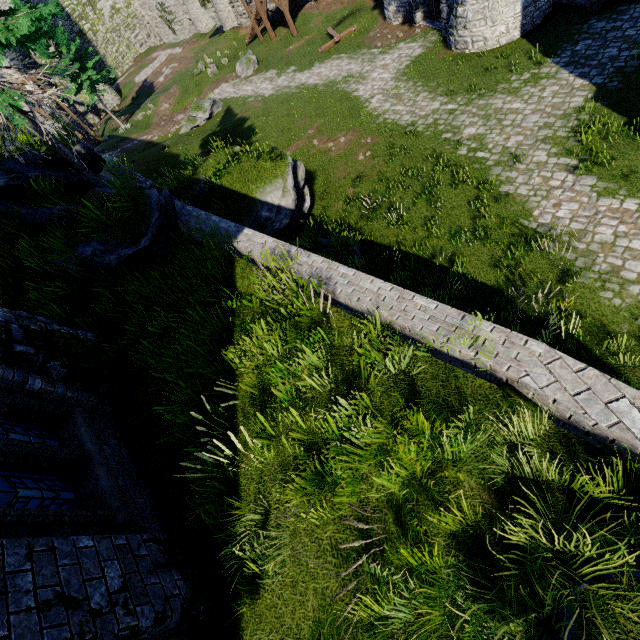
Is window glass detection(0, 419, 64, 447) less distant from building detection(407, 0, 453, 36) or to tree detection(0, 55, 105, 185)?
tree detection(0, 55, 105, 185)

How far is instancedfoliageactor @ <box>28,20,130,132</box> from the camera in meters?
28.5 m

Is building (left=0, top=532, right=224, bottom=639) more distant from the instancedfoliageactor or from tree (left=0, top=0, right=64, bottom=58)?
the instancedfoliageactor

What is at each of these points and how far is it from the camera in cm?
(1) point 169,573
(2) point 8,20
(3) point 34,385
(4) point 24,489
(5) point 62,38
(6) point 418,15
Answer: (1) building, 336
(2) tree, 618
(3) building, 481
(4) window glass, 350
(5) instancedfoliageactor, 2841
(6) building, 1911

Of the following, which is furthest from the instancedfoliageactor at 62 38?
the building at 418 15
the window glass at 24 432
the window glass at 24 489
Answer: the window glass at 24 489

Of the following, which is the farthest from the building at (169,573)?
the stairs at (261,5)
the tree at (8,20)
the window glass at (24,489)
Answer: the stairs at (261,5)

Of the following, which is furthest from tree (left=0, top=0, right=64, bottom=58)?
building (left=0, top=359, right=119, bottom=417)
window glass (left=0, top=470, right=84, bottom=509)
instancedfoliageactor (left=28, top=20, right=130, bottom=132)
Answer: instancedfoliageactor (left=28, top=20, right=130, bottom=132)

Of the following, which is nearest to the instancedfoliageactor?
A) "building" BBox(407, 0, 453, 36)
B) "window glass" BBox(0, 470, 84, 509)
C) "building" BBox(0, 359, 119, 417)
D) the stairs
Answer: the stairs
